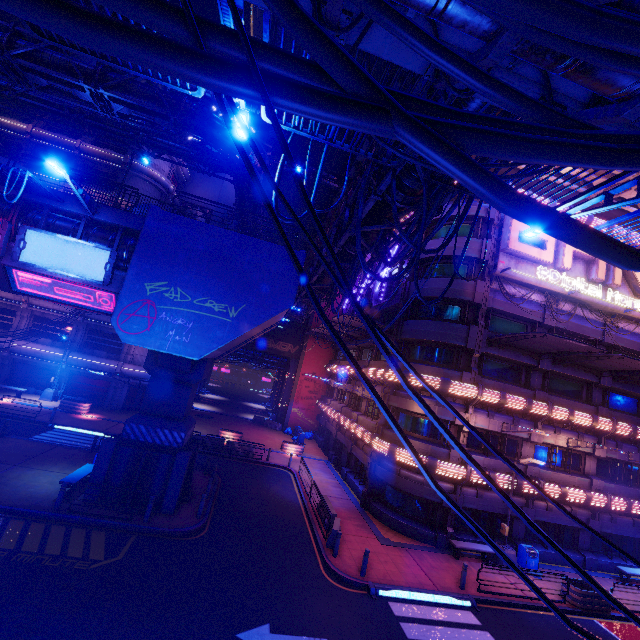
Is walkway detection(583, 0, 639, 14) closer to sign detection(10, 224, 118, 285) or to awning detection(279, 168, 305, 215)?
sign detection(10, 224, 118, 285)

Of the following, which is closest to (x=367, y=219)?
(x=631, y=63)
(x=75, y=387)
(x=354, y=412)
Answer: (x=631, y=63)

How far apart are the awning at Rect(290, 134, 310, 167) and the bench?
18.7m

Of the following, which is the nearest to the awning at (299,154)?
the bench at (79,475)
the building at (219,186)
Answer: the bench at (79,475)

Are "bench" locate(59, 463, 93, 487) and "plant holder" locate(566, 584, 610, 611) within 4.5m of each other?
no

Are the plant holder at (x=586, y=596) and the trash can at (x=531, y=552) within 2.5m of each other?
yes

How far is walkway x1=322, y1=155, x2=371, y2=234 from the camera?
14.9m

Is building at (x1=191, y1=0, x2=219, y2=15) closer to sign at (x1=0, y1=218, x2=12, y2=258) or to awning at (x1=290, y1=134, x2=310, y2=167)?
sign at (x1=0, y1=218, x2=12, y2=258)
